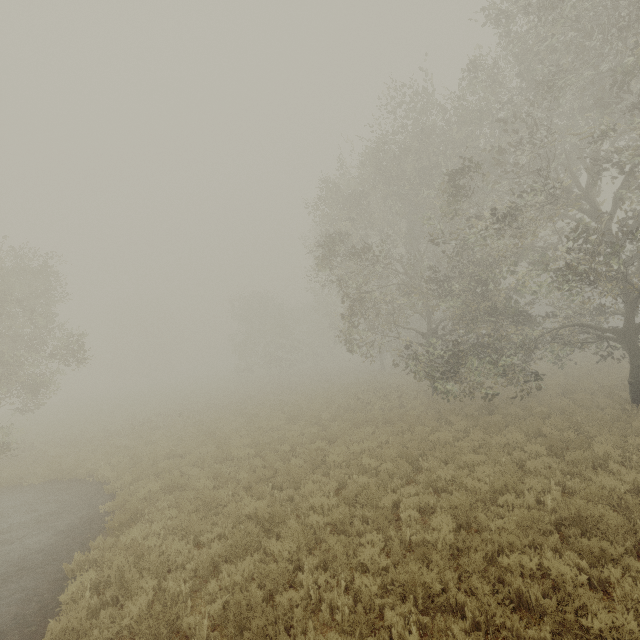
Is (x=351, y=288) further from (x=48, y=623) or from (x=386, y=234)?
(x=48, y=623)
